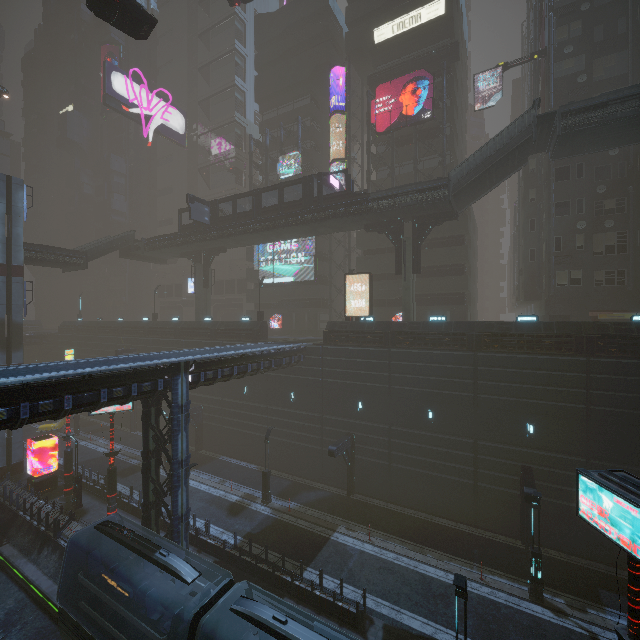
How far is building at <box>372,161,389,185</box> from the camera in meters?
37.2

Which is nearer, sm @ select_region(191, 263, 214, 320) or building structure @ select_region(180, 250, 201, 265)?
sm @ select_region(191, 263, 214, 320)

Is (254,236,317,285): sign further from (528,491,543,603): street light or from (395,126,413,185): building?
(528,491,543,603): street light

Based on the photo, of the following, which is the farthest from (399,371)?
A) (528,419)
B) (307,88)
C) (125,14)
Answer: (307,88)

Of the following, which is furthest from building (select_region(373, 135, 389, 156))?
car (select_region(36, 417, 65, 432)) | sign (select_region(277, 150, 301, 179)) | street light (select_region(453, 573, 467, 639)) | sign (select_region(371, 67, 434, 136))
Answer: car (select_region(36, 417, 65, 432))

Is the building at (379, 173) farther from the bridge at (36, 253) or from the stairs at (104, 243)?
the stairs at (104, 243)

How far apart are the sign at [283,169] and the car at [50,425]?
40.4m

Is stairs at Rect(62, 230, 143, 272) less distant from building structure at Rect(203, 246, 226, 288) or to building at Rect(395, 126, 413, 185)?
building structure at Rect(203, 246, 226, 288)
